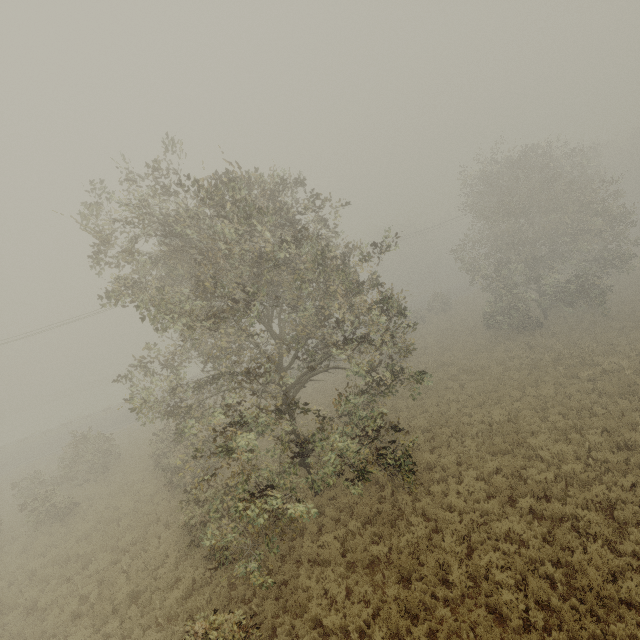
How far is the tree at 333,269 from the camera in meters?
8.9 m

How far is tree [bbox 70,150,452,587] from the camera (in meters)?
8.95

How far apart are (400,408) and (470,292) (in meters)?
37.32
